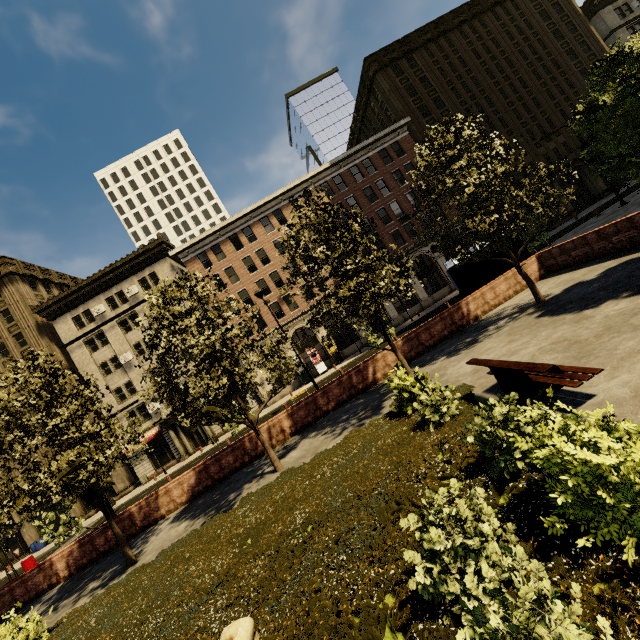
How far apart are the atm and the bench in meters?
9.4

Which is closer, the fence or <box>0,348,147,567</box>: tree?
the fence

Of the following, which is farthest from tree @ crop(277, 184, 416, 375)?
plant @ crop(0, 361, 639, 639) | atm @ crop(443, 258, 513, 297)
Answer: atm @ crop(443, 258, 513, 297)

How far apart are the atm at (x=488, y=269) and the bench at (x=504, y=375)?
9.4 meters

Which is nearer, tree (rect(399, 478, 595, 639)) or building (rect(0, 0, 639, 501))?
tree (rect(399, 478, 595, 639))

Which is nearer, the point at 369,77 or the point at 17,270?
the point at 17,270

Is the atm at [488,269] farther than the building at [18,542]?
No

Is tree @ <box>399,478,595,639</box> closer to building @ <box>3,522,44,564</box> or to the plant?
the plant
